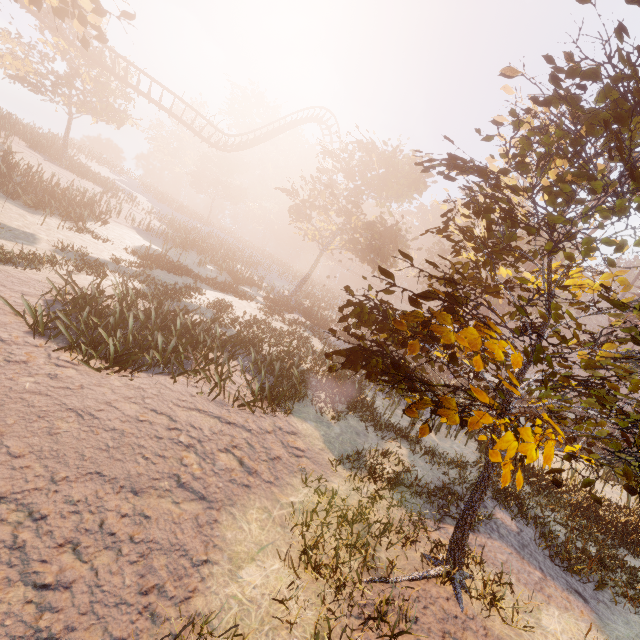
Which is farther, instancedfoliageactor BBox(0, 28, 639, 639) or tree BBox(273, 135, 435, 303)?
tree BBox(273, 135, 435, 303)

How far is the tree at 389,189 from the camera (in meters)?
23.36

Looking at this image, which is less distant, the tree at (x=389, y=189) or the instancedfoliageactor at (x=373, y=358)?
the instancedfoliageactor at (x=373, y=358)

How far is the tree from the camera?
23.4m

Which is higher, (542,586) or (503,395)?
(503,395)

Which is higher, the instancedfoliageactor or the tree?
the tree
